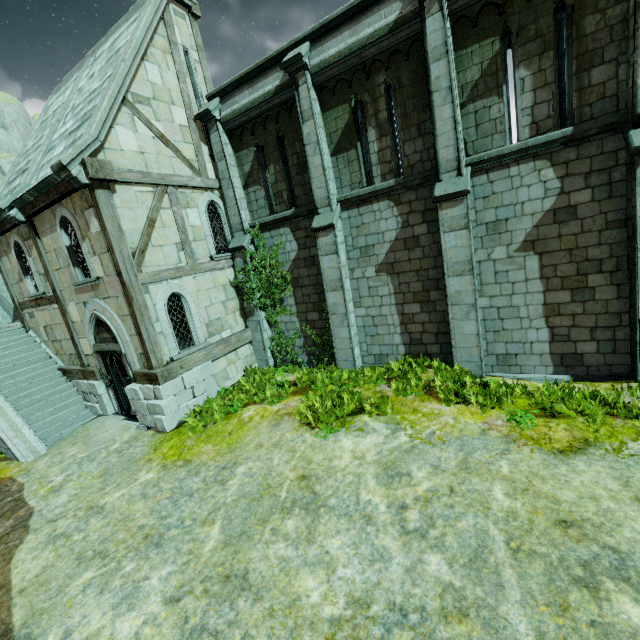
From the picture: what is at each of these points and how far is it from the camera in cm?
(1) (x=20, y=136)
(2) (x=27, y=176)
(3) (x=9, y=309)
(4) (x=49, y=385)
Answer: (1) rock, 2020
(2) building, 1052
(3) rock, 1653
(4) stair, 1182

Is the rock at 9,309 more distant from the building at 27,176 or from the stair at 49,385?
the building at 27,176

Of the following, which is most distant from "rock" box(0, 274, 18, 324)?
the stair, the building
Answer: the building

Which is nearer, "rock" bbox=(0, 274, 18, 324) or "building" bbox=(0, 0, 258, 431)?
"building" bbox=(0, 0, 258, 431)

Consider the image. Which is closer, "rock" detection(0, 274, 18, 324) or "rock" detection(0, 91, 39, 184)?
"rock" detection(0, 274, 18, 324)
